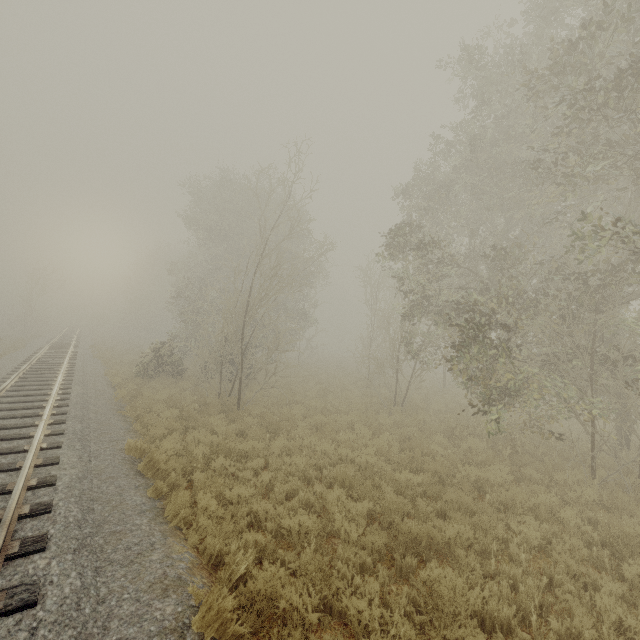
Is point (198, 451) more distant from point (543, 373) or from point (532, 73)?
point (532, 73)
